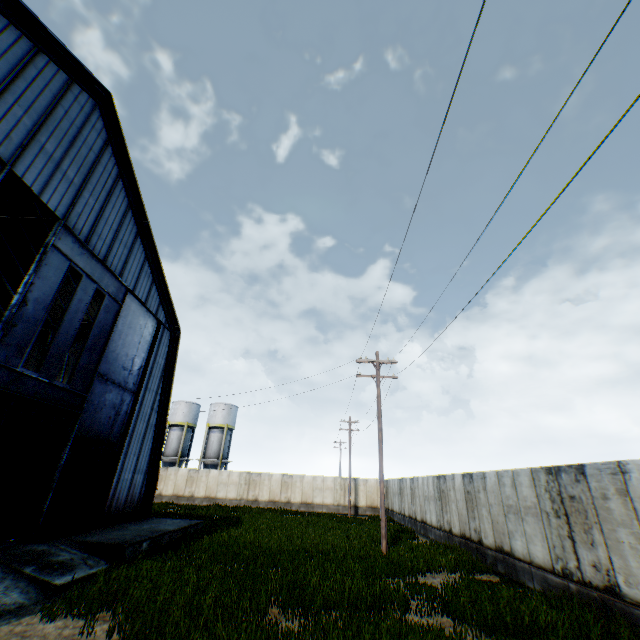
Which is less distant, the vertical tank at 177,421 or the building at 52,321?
the building at 52,321

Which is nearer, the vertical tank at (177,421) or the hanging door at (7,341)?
the hanging door at (7,341)

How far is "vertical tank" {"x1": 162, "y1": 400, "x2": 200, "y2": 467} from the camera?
44.0m

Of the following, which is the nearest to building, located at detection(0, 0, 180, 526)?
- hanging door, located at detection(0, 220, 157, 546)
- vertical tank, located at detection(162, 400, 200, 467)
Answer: hanging door, located at detection(0, 220, 157, 546)

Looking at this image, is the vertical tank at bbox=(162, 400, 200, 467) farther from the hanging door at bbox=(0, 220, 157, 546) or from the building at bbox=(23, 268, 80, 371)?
the hanging door at bbox=(0, 220, 157, 546)

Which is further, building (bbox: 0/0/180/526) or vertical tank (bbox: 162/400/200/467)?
vertical tank (bbox: 162/400/200/467)

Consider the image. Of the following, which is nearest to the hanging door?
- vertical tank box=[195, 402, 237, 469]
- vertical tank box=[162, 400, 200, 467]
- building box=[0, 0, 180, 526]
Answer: building box=[0, 0, 180, 526]

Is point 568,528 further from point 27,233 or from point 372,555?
point 27,233
